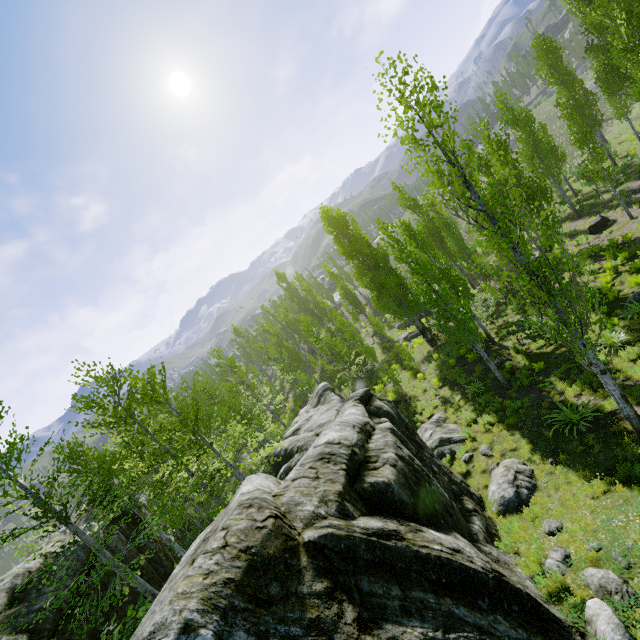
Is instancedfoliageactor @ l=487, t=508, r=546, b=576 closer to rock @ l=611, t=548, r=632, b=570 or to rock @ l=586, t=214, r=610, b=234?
rock @ l=611, t=548, r=632, b=570

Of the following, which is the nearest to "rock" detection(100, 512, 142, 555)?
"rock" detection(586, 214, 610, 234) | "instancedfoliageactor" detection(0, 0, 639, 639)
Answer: "instancedfoliageactor" detection(0, 0, 639, 639)

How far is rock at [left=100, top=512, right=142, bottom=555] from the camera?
14.48m

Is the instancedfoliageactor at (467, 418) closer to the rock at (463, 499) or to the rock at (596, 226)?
the rock at (463, 499)

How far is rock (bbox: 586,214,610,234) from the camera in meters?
21.1

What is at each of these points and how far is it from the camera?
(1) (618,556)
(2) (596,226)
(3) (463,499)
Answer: (1) rock, 5.92m
(2) rock, 21.36m
(3) rock, 9.18m
